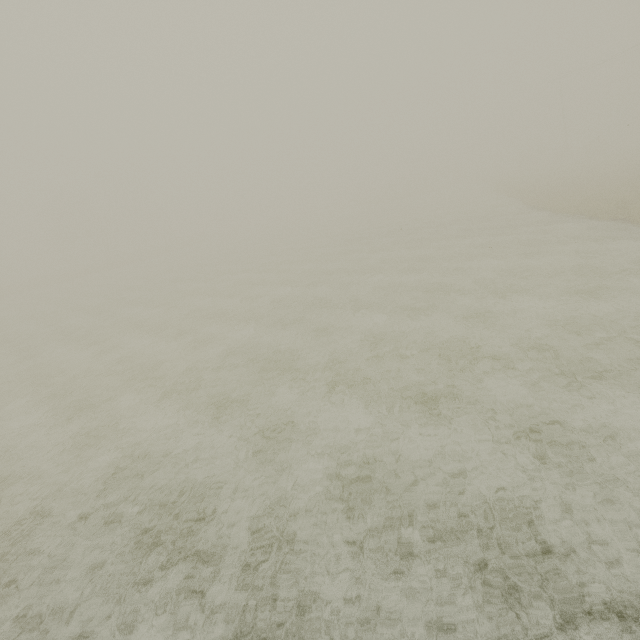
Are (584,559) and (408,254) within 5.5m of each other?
no
